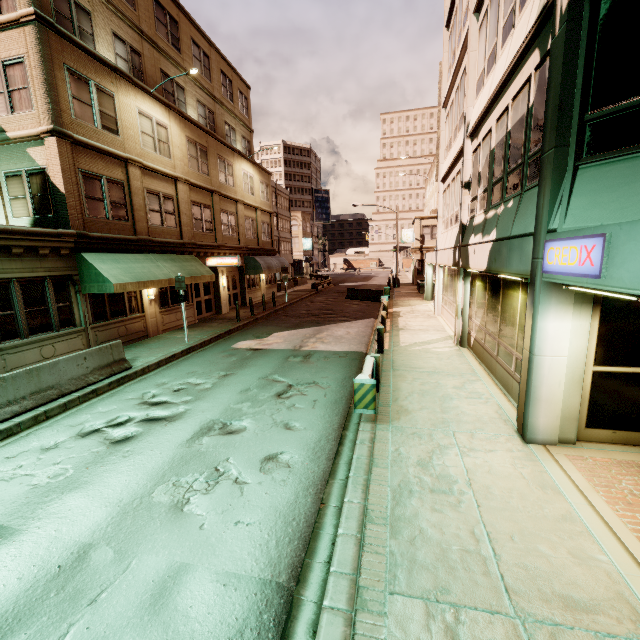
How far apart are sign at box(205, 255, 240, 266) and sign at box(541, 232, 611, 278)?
16.91m

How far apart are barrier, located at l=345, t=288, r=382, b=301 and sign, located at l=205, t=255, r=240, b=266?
12.00m

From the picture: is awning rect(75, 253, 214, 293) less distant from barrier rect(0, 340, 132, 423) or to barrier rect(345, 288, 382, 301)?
barrier rect(0, 340, 132, 423)

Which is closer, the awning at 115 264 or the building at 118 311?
A: the building at 118 311

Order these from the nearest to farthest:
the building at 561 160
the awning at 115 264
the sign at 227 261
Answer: the building at 561 160 → the awning at 115 264 → the sign at 227 261

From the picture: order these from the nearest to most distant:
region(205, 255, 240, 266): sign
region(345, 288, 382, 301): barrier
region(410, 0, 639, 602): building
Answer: region(410, 0, 639, 602): building, region(205, 255, 240, 266): sign, region(345, 288, 382, 301): barrier

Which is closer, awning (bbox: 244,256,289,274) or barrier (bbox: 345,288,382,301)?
awning (bbox: 244,256,289,274)

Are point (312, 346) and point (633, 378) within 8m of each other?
no
